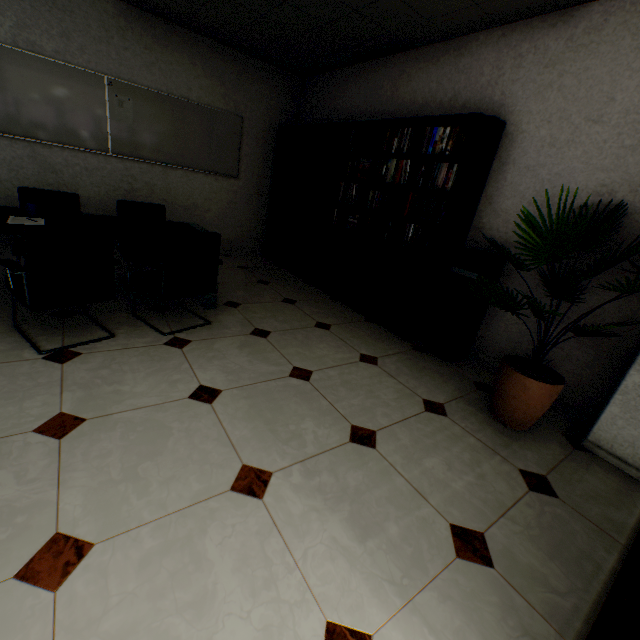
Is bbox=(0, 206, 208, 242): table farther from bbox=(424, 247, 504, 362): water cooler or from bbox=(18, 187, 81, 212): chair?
bbox=(424, 247, 504, 362): water cooler

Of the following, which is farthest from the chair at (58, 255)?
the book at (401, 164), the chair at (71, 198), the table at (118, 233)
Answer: the book at (401, 164)

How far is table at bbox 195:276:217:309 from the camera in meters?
3.3

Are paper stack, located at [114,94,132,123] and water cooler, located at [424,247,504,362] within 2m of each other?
no

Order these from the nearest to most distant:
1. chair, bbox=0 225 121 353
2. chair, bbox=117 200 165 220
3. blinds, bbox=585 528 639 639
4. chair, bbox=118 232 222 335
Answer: blinds, bbox=585 528 639 639 → chair, bbox=0 225 121 353 → chair, bbox=118 232 222 335 → chair, bbox=117 200 165 220

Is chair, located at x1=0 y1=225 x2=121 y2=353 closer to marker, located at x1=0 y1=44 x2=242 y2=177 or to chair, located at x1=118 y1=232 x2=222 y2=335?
chair, located at x1=118 y1=232 x2=222 y2=335

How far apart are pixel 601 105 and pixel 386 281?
2.20m

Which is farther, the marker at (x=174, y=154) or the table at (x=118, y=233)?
the marker at (x=174, y=154)
